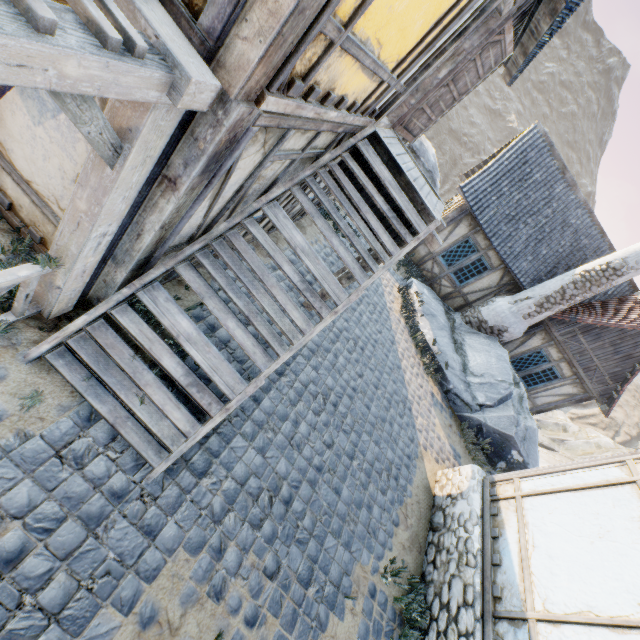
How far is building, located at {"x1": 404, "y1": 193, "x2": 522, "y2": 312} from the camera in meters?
12.0

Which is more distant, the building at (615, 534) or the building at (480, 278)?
the building at (480, 278)

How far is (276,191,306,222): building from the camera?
5.29m

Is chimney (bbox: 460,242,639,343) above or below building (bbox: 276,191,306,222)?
above

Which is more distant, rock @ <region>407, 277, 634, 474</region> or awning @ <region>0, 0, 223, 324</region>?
rock @ <region>407, 277, 634, 474</region>

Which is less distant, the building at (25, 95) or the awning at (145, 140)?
the awning at (145, 140)

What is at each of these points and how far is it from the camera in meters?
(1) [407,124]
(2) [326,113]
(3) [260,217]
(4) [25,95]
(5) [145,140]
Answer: (1) door, 6.2
(2) building, 3.3
(3) building, 5.2
(4) building, 2.7
(5) awning, 2.0

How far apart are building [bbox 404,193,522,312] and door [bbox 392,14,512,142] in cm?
562
